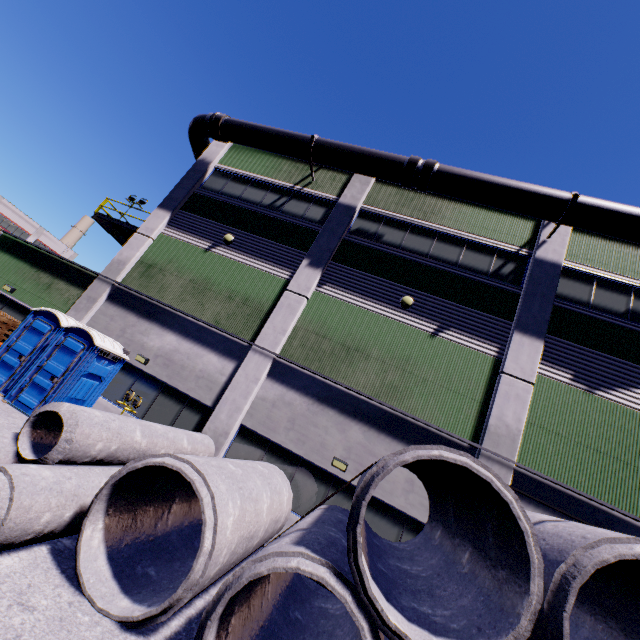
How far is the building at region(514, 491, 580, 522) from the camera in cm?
863

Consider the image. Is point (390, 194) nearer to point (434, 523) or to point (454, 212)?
point (454, 212)

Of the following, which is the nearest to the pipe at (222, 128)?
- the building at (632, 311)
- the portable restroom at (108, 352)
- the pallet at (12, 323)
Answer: the building at (632, 311)

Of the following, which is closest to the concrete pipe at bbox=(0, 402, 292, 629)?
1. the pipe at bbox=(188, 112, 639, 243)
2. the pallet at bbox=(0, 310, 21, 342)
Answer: the pallet at bbox=(0, 310, 21, 342)

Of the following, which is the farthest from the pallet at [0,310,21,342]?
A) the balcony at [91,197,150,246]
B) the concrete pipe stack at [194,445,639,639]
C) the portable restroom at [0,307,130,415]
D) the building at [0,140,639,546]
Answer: the concrete pipe stack at [194,445,639,639]

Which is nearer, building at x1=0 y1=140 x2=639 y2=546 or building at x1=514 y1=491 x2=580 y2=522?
building at x1=514 y1=491 x2=580 y2=522

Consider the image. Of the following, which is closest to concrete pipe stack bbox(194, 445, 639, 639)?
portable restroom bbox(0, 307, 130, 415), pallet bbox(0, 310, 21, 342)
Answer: portable restroom bbox(0, 307, 130, 415)

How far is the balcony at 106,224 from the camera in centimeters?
1529cm
